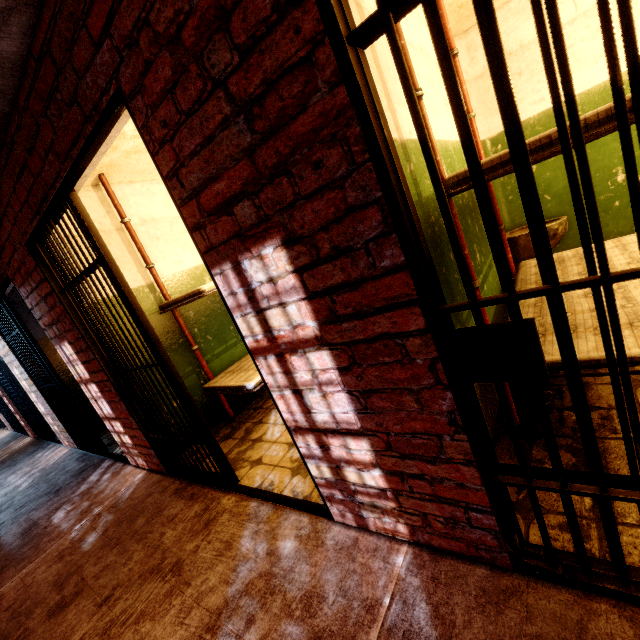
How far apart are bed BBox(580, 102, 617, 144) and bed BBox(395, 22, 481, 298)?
0.2m

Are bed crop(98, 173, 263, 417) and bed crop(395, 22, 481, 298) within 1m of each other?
no

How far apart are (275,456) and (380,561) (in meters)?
1.35

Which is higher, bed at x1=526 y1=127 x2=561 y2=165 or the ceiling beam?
the ceiling beam

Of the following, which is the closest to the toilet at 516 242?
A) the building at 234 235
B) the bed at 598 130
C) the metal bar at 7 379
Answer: the building at 234 235

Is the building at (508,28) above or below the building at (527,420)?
above

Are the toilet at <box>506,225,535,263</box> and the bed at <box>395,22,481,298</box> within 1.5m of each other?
no

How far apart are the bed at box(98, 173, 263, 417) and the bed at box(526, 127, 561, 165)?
2.1 meters
